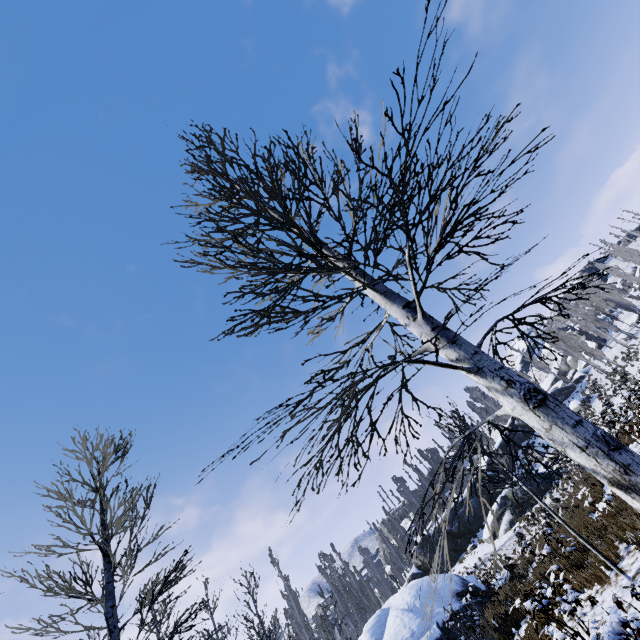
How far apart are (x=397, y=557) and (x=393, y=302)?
49.0m

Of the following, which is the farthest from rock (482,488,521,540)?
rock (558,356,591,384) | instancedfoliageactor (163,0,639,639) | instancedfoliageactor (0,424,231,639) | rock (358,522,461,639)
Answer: instancedfoliageactor (0,424,231,639)

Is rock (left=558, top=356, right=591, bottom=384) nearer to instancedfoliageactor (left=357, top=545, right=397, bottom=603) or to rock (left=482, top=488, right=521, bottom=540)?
instancedfoliageactor (left=357, top=545, right=397, bottom=603)

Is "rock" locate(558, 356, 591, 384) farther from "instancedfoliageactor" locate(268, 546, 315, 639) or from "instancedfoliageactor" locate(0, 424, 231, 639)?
"instancedfoliageactor" locate(0, 424, 231, 639)

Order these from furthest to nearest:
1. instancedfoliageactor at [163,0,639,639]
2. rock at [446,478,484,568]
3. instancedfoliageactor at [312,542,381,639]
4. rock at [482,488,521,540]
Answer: rock at [446,478,484,568] → instancedfoliageactor at [312,542,381,639] → rock at [482,488,521,540] → instancedfoliageactor at [163,0,639,639]

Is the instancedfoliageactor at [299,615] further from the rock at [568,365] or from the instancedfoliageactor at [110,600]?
the instancedfoliageactor at [110,600]

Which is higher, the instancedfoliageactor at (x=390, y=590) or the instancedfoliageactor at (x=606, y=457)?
the instancedfoliageactor at (x=390, y=590)
